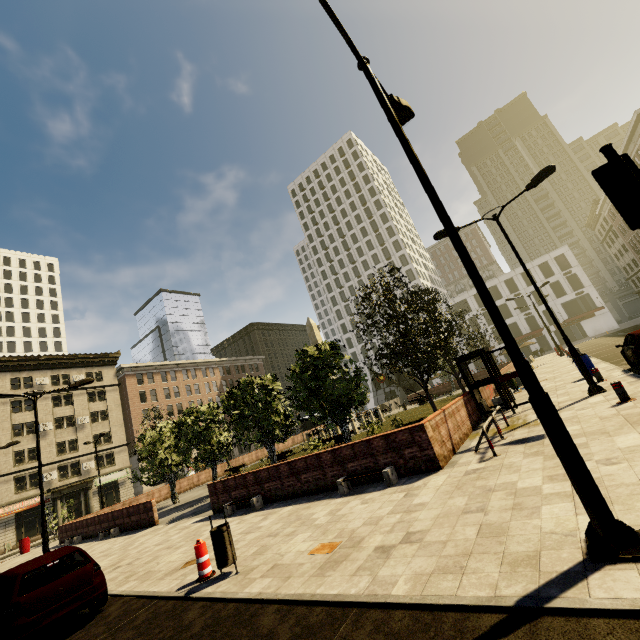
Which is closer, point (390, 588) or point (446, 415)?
point (390, 588)

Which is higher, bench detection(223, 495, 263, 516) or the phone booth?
the phone booth

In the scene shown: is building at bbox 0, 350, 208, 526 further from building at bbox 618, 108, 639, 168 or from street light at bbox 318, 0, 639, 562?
building at bbox 618, 108, 639, 168

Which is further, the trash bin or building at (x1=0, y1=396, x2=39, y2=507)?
building at (x1=0, y1=396, x2=39, y2=507)

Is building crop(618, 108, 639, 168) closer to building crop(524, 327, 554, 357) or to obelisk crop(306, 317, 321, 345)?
building crop(524, 327, 554, 357)

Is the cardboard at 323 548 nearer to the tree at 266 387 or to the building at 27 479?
the tree at 266 387

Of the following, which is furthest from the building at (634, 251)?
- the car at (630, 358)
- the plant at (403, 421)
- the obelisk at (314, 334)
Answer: the obelisk at (314, 334)

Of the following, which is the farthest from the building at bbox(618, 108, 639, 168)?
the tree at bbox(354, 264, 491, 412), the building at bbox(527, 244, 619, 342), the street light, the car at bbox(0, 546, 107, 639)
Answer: the car at bbox(0, 546, 107, 639)
